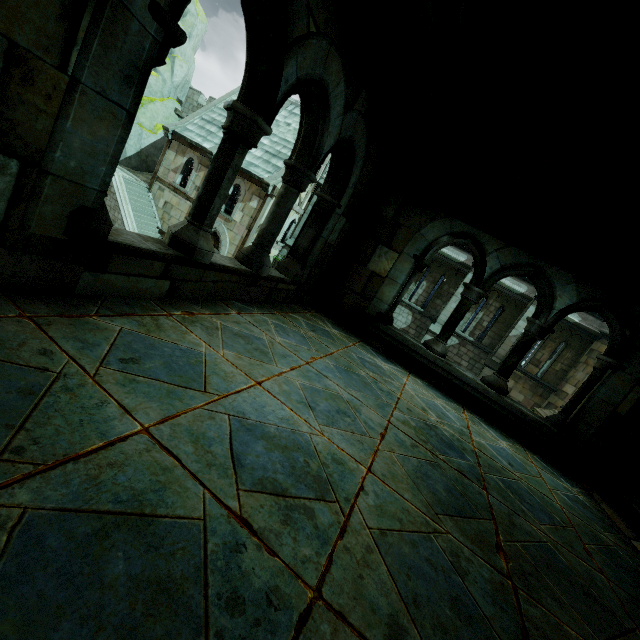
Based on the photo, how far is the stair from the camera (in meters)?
18.42

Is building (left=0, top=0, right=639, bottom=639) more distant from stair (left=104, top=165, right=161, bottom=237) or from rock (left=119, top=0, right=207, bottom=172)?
rock (left=119, top=0, right=207, bottom=172)

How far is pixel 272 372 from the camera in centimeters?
238cm

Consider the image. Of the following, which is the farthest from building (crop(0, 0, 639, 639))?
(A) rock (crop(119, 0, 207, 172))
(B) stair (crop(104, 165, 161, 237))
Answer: (A) rock (crop(119, 0, 207, 172))

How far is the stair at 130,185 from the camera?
18.42m

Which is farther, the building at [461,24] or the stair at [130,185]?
the stair at [130,185]

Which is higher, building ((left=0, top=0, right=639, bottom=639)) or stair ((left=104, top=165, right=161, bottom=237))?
building ((left=0, top=0, right=639, bottom=639))
